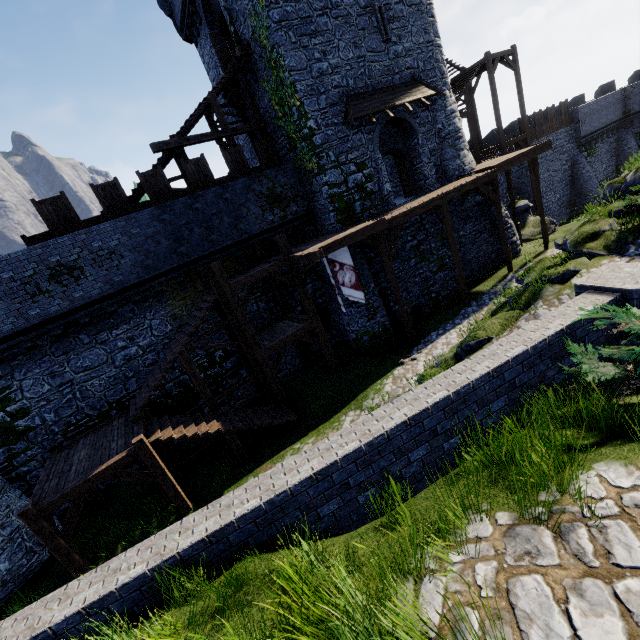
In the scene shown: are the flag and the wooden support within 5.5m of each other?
yes

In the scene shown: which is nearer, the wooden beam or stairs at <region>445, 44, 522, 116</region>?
the wooden beam

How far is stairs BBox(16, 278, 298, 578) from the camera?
9.05m

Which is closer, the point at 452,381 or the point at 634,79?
the point at 452,381

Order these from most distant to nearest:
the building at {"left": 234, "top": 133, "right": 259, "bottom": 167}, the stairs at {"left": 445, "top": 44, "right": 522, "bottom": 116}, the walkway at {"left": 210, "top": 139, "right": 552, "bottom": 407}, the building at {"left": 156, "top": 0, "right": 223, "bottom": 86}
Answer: the stairs at {"left": 445, "top": 44, "right": 522, "bottom": 116} < the building at {"left": 234, "top": 133, "right": 259, "bottom": 167} < the building at {"left": 156, "top": 0, "right": 223, "bottom": 86} < the walkway at {"left": 210, "top": 139, "right": 552, "bottom": 407}

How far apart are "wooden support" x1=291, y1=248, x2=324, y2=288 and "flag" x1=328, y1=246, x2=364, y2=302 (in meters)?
0.76

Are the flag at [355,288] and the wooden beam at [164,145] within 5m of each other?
no

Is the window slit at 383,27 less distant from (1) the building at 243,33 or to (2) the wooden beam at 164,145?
(1) the building at 243,33
